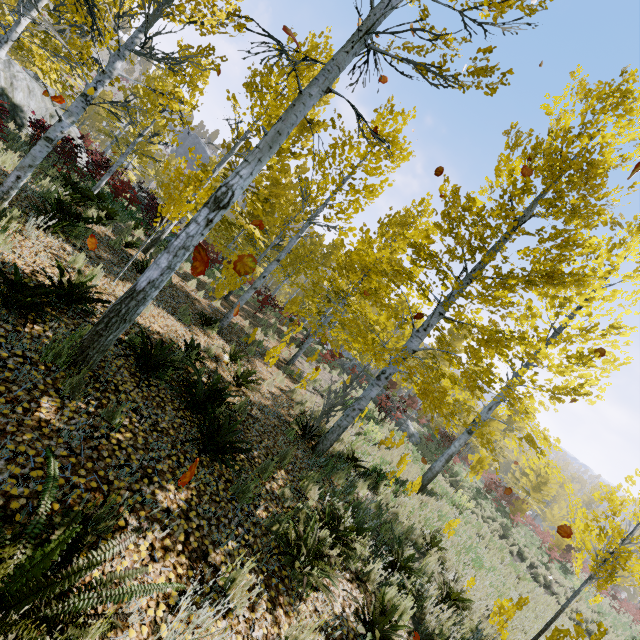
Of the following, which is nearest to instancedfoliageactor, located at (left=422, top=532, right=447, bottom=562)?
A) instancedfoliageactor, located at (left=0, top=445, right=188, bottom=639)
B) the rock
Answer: instancedfoliageactor, located at (left=0, top=445, right=188, bottom=639)

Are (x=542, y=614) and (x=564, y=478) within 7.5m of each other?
yes

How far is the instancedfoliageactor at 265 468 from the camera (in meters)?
4.71

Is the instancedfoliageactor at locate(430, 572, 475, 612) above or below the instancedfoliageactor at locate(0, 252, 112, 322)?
below

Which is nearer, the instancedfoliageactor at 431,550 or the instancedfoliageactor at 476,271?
the instancedfoliageactor at 476,271

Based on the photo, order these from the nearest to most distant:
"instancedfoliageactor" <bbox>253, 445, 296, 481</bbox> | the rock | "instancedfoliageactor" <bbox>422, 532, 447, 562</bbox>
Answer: "instancedfoliageactor" <bbox>253, 445, 296, 481</bbox>, "instancedfoliageactor" <bbox>422, 532, 447, 562</bbox>, the rock

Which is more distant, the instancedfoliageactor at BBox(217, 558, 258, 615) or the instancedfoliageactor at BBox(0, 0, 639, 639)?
the instancedfoliageactor at BBox(0, 0, 639, 639)
